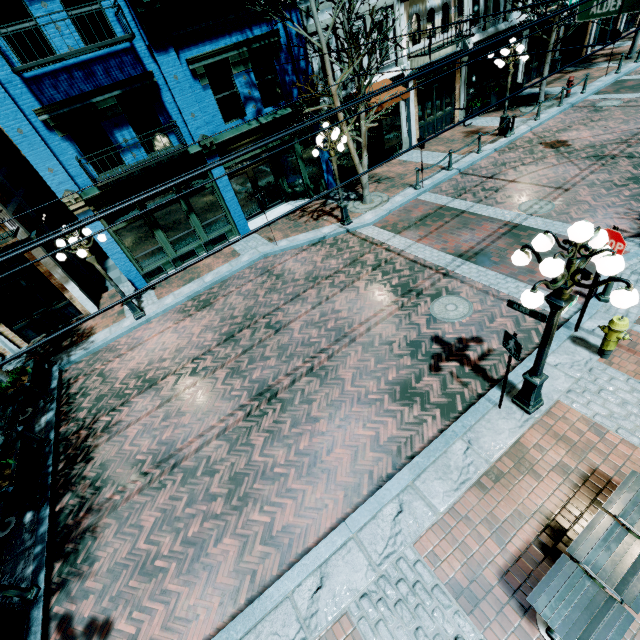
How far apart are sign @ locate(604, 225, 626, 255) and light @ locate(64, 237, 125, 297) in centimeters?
1276cm

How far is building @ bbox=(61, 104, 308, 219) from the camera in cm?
1101

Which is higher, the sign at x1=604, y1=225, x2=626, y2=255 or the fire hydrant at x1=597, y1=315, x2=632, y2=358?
the sign at x1=604, y1=225, x2=626, y2=255

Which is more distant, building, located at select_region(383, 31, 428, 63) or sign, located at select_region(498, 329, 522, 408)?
building, located at select_region(383, 31, 428, 63)

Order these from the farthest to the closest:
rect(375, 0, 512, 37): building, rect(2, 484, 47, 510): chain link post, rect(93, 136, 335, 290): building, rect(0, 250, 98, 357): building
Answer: rect(375, 0, 512, 37): building
rect(93, 136, 335, 290): building
rect(0, 250, 98, 357): building
rect(2, 484, 47, 510): chain link post

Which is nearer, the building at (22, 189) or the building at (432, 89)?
the building at (22, 189)

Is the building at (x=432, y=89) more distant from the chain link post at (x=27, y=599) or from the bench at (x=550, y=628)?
the bench at (x=550, y=628)

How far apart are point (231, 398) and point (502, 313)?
7.1 meters
